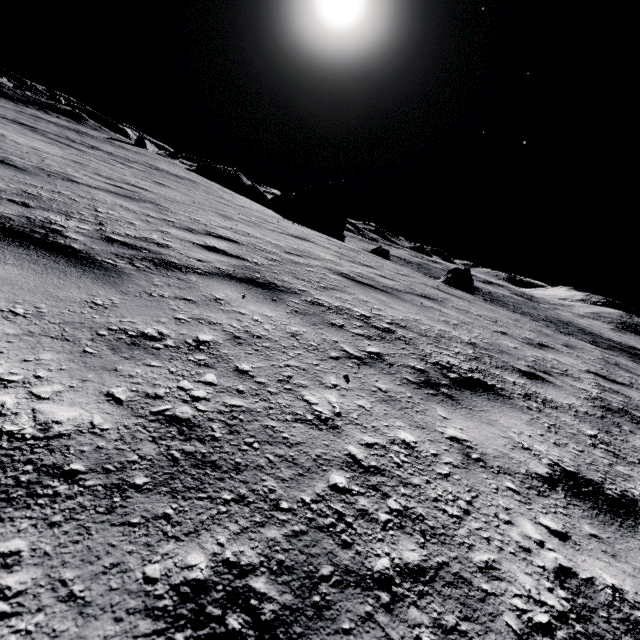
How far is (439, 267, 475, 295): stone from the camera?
19.3m

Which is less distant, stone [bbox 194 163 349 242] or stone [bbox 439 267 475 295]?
stone [bbox 439 267 475 295]

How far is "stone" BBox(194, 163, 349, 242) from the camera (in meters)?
31.66

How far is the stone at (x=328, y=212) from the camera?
31.66m

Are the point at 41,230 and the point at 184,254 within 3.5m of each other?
yes

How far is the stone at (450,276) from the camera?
19.3 meters
